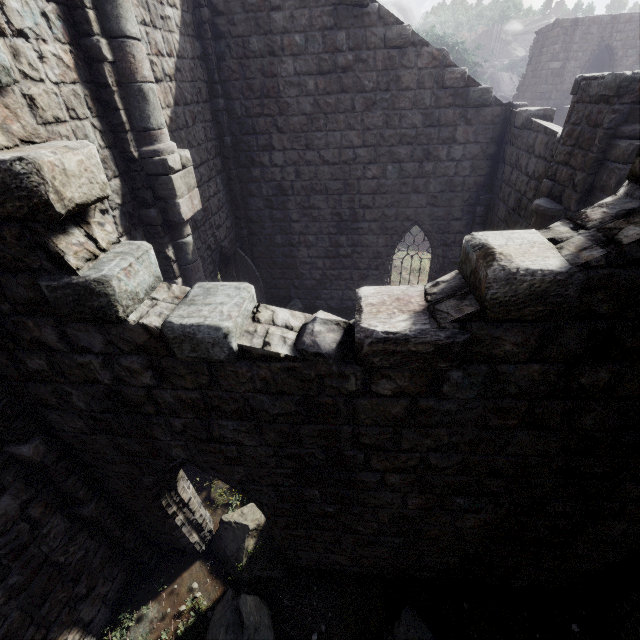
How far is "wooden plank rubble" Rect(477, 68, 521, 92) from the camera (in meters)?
44.03

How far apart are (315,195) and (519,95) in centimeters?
2549cm

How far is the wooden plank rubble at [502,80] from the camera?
44.0m

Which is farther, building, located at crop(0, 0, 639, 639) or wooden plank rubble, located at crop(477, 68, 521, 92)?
wooden plank rubble, located at crop(477, 68, 521, 92)

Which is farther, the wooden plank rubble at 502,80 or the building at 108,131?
the wooden plank rubble at 502,80
